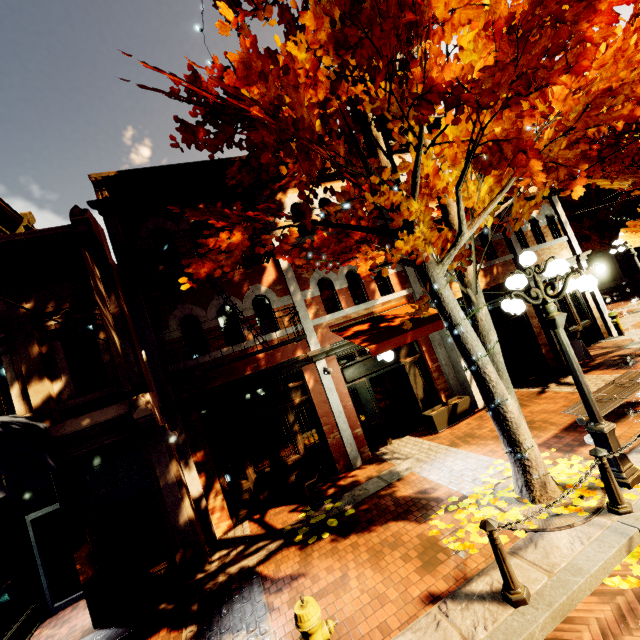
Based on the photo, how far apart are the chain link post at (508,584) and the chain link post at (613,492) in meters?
1.1

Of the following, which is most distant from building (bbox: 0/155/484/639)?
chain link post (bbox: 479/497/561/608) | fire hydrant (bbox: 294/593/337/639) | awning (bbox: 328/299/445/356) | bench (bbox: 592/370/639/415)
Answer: chain link post (bbox: 479/497/561/608)

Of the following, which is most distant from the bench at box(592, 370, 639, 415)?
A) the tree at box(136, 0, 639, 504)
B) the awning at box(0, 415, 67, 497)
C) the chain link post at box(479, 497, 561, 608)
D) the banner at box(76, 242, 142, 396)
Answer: the awning at box(0, 415, 67, 497)

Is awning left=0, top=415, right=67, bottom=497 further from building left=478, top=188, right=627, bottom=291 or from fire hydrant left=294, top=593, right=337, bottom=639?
fire hydrant left=294, top=593, right=337, bottom=639

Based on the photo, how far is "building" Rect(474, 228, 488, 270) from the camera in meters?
11.2 m

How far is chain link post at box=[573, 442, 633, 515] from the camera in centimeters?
416cm

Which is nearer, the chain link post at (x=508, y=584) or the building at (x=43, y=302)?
the chain link post at (x=508, y=584)

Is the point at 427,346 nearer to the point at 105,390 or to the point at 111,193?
the point at 105,390
